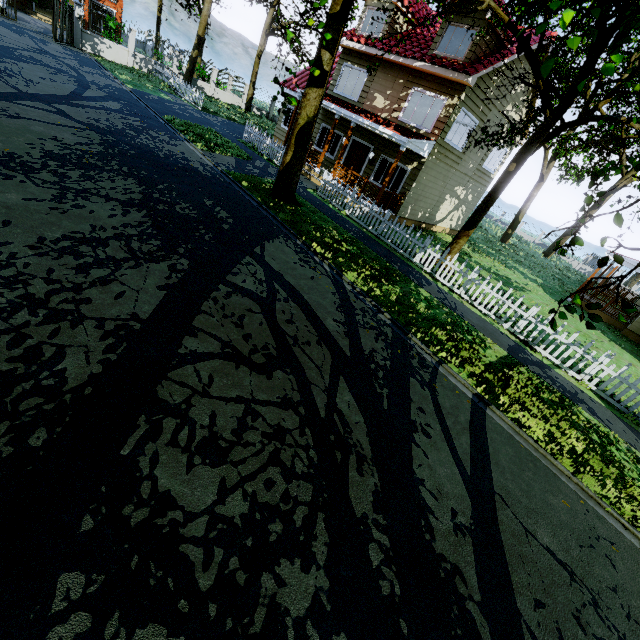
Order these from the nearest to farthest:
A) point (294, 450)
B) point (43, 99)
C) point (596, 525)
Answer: point (294, 450)
point (596, 525)
point (43, 99)

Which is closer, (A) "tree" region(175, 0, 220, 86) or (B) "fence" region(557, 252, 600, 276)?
(A) "tree" region(175, 0, 220, 86)

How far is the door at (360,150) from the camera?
17.0 meters

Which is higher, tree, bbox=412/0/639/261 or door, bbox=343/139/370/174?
tree, bbox=412/0/639/261

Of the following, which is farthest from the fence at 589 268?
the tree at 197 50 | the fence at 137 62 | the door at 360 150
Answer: the fence at 137 62

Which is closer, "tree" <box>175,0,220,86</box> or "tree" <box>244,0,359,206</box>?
"tree" <box>244,0,359,206</box>

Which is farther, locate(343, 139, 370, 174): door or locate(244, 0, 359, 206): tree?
locate(343, 139, 370, 174): door

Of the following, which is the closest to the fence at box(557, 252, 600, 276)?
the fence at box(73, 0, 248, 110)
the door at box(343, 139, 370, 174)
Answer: the door at box(343, 139, 370, 174)
